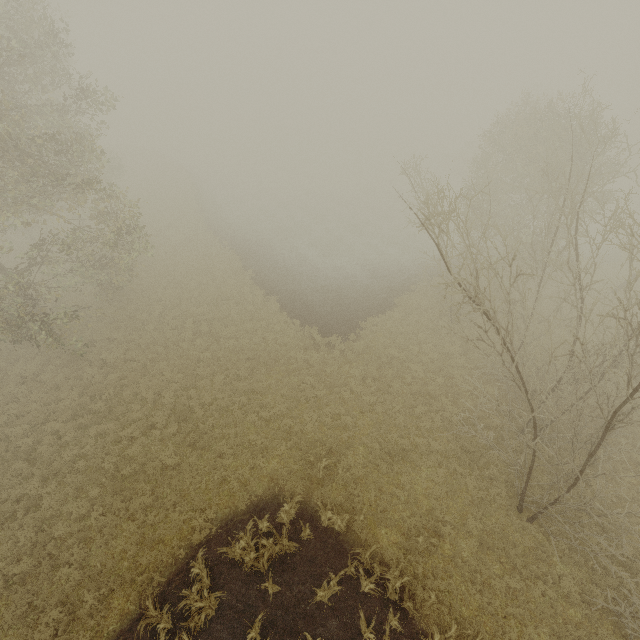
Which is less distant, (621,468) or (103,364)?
(621,468)
